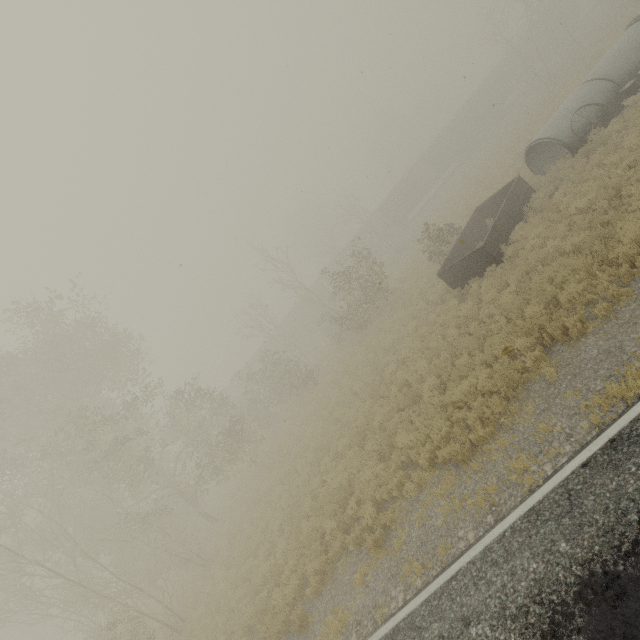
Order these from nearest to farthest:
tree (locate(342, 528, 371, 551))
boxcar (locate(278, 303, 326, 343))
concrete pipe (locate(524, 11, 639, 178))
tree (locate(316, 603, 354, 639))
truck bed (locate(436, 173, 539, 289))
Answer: tree (locate(316, 603, 354, 639))
tree (locate(342, 528, 371, 551))
truck bed (locate(436, 173, 539, 289))
concrete pipe (locate(524, 11, 639, 178))
boxcar (locate(278, 303, 326, 343))

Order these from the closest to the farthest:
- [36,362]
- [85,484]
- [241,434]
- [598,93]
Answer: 1. [598,93]
2. [85,484]
3. [36,362]
4. [241,434]

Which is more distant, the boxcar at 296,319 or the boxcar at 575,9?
the boxcar at 296,319

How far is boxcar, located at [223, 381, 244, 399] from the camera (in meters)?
44.44

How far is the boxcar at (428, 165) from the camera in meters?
41.8

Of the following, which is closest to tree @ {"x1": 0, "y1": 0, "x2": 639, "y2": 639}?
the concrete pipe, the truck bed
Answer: the truck bed

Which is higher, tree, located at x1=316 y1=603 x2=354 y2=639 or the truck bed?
the truck bed

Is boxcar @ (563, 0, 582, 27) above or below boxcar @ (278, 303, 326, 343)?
below
